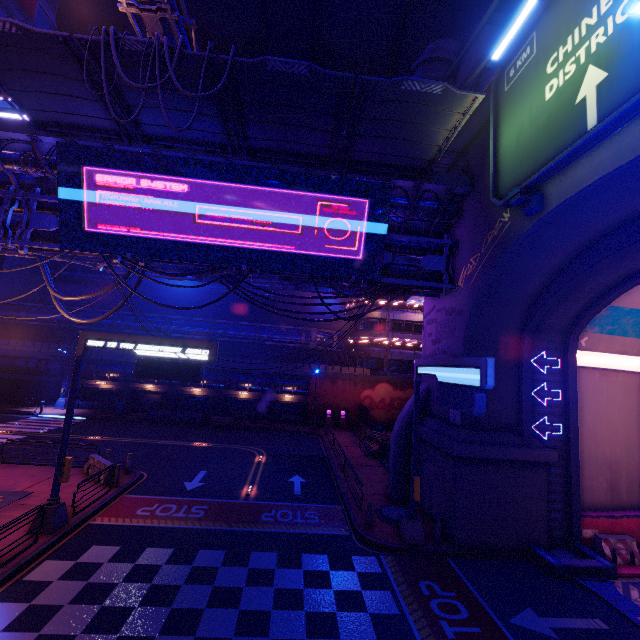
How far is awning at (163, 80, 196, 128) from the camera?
11.30m

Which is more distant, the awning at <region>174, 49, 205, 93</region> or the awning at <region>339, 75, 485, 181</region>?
the awning at <region>339, 75, 485, 181</region>

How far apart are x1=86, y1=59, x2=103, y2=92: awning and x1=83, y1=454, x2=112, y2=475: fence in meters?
14.9

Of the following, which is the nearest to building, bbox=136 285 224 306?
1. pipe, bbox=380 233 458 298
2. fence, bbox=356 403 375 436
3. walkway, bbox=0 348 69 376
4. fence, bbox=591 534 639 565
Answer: walkway, bbox=0 348 69 376

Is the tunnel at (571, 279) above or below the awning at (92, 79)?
below

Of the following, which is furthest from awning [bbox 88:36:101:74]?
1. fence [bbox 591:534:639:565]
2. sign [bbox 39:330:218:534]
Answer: fence [bbox 591:534:639:565]

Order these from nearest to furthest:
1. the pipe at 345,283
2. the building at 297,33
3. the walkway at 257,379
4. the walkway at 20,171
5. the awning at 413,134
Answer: the awning at 413,134
the walkway at 20,171
the pipe at 345,283
the building at 297,33
the walkway at 257,379

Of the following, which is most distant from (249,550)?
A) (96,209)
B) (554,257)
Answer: (554,257)
